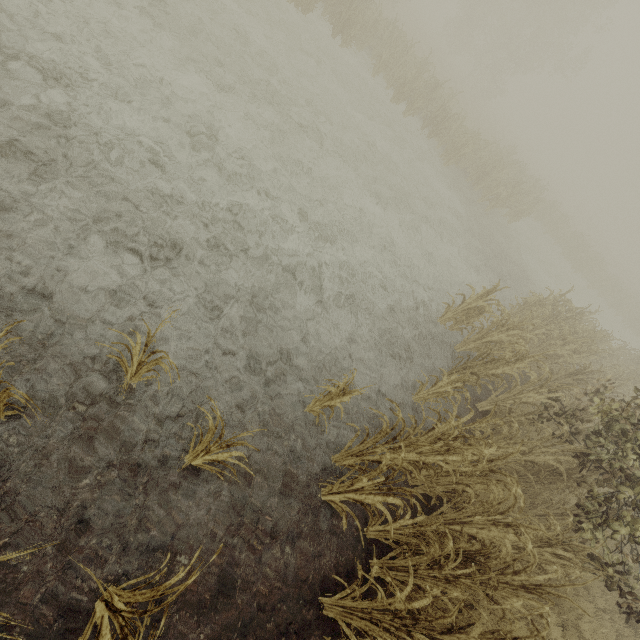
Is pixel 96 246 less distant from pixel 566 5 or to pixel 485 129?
pixel 485 129

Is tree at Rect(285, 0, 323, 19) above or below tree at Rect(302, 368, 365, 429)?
below

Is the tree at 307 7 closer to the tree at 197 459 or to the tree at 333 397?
the tree at 333 397

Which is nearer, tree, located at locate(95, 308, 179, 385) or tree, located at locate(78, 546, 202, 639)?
tree, located at locate(78, 546, 202, 639)

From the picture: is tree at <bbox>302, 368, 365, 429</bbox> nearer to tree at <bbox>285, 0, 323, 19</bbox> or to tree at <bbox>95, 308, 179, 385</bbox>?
tree at <bbox>95, 308, 179, 385</bbox>

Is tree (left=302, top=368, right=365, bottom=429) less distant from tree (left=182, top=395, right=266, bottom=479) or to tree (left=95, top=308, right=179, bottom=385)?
tree (left=182, top=395, right=266, bottom=479)

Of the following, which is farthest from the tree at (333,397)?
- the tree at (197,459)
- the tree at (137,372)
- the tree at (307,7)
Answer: the tree at (307,7)

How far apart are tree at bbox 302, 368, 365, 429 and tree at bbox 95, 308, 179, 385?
1.8 meters
